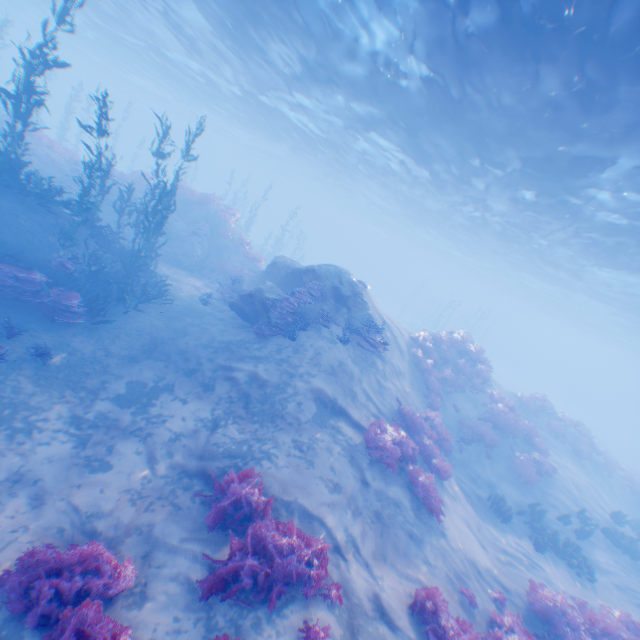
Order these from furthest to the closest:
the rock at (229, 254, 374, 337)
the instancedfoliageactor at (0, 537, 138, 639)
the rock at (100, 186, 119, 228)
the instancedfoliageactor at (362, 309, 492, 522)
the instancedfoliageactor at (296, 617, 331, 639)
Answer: the rock at (100, 186, 119, 228) → the rock at (229, 254, 374, 337) → the instancedfoliageactor at (362, 309, 492, 522) → the instancedfoliageactor at (296, 617, 331, 639) → the instancedfoliageactor at (0, 537, 138, 639)

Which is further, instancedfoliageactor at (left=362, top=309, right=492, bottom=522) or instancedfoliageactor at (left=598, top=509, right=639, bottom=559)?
instancedfoliageactor at (left=598, top=509, right=639, bottom=559)

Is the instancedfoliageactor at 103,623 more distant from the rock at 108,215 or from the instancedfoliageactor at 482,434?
the rock at 108,215

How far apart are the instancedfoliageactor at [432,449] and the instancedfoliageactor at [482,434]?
0.4 meters

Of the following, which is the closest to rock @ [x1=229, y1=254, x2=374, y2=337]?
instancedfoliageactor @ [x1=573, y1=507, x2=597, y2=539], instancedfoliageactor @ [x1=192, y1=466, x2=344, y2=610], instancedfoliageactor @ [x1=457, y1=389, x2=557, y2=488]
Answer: instancedfoliageactor @ [x1=573, y1=507, x2=597, y2=539]

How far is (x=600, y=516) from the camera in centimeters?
1556cm

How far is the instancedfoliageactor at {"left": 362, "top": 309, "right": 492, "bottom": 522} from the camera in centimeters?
960cm

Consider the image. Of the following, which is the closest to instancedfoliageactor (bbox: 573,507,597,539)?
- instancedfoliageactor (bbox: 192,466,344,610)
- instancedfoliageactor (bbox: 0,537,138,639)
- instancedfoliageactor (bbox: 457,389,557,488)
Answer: instancedfoliageactor (bbox: 457,389,557,488)
